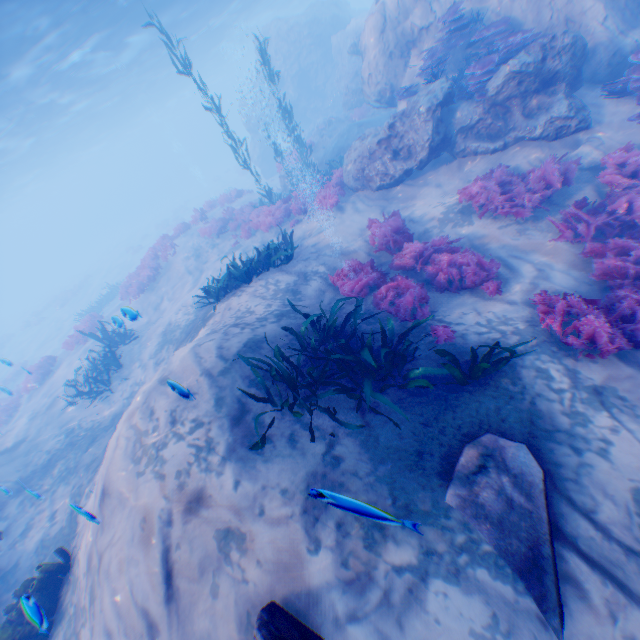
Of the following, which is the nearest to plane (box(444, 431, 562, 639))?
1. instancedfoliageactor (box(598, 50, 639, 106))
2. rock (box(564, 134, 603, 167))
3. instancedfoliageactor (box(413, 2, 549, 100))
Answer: rock (box(564, 134, 603, 167))

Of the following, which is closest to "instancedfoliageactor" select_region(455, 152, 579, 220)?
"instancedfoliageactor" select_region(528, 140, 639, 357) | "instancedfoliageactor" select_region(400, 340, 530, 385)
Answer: "instancedfoliageactor" select_region(528, 140, 639, 357)

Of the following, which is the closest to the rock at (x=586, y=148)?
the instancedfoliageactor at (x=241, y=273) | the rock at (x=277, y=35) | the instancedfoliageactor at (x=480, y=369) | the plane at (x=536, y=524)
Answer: Answer: the plane at (x=536, y=524)

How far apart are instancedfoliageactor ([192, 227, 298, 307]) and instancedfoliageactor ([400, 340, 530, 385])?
5.99m

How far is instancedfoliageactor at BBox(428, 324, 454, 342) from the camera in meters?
5.4 m

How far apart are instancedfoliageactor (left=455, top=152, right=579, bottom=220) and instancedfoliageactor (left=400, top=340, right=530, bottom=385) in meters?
3.7

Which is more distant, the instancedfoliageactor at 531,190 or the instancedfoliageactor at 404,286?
the instancedfoliageactor at 531,190

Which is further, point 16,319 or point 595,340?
point 16,319
